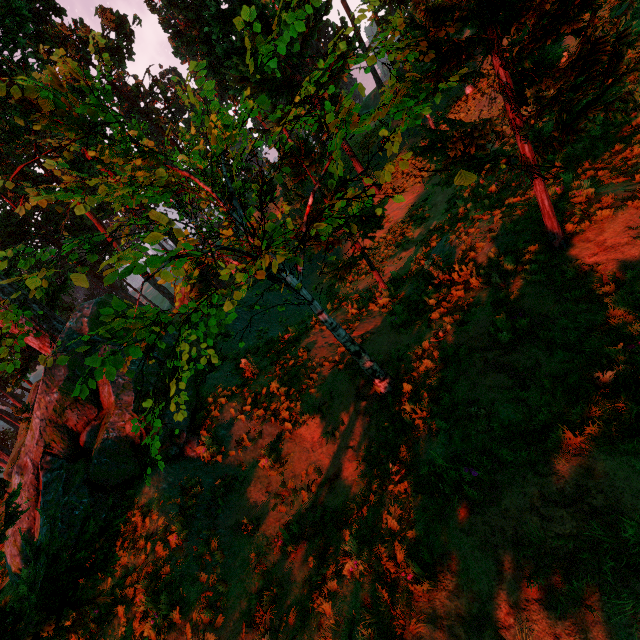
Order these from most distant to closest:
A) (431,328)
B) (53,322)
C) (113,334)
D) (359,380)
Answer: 1. (53,322)
2. (113,334)
3. (359,380)
4. (431,328)
